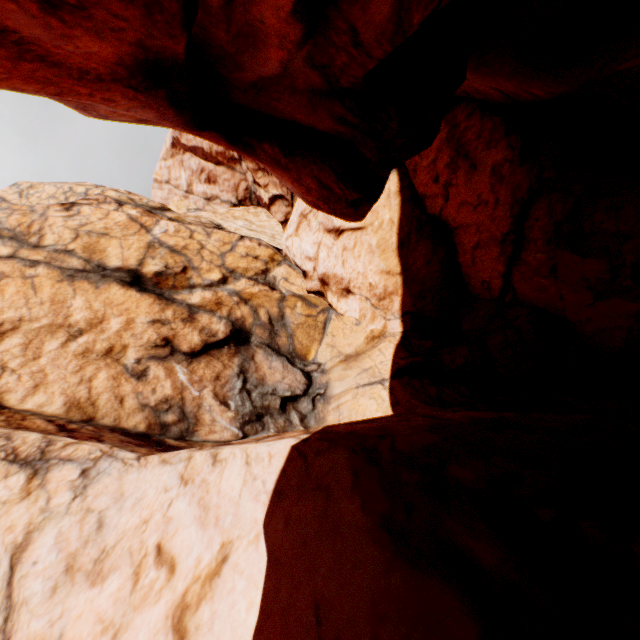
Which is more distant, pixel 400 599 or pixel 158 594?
pixel 158 594
